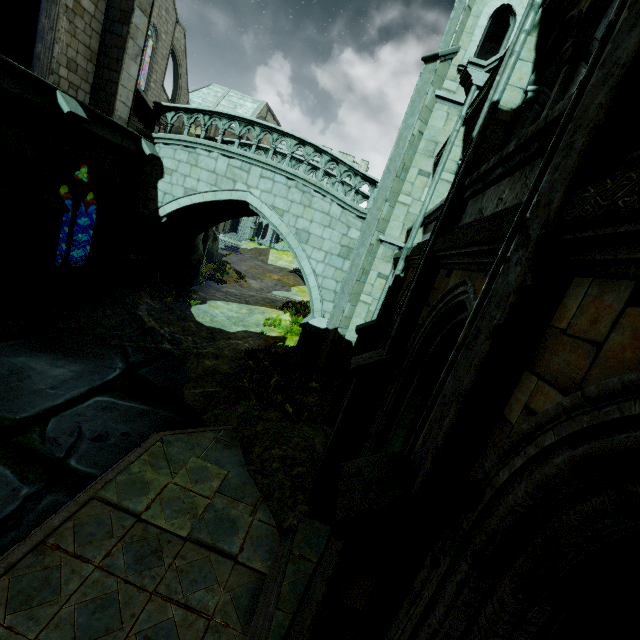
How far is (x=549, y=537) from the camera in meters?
1.6

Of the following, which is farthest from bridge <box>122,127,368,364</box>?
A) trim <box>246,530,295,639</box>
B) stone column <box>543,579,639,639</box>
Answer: stone column <box>543,579,639,639</box>

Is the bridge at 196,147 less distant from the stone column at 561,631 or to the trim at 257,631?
the trim at 257,631

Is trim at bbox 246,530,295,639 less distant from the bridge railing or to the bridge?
the bridge

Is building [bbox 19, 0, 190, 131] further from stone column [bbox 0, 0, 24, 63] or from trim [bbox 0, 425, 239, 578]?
trim [bbox 0, 425, 239, 578]

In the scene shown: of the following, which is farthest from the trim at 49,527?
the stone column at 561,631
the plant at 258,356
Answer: the stone column at 561,631

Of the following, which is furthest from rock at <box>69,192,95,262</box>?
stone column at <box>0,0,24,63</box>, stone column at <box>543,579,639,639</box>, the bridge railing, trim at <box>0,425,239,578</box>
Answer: stone column at <box>543,579,639,639</box>

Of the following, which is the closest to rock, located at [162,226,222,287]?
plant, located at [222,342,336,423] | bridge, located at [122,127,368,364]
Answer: bridge, located at [122,127,368,364]
